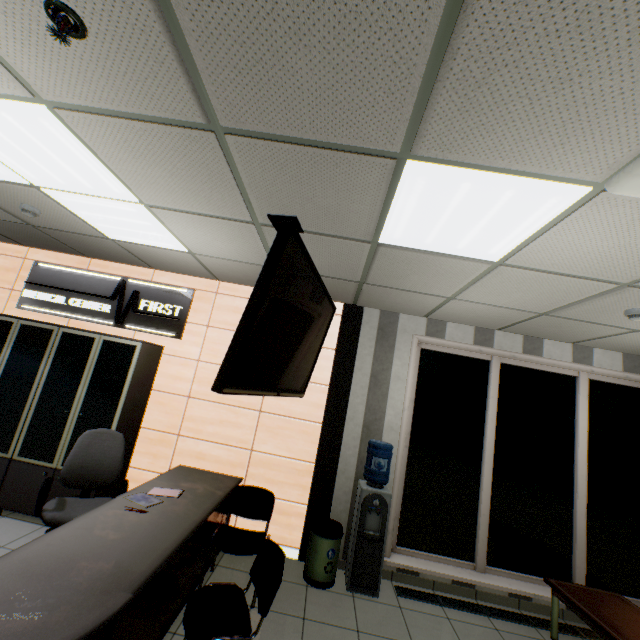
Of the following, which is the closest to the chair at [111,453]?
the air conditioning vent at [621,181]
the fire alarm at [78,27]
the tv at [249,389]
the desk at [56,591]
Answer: the desk at [56,591]

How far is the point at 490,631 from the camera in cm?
326

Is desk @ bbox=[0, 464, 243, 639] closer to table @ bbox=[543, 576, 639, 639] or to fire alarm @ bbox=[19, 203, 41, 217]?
fire alarm @ bbox=[19, 203, 41, 217]

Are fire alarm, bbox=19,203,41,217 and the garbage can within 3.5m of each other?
no

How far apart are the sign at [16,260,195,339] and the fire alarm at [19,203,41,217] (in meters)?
1.39

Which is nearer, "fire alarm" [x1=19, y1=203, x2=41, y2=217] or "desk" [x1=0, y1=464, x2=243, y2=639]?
"desk" [x1=0, y1=464, x2=243, y2=639]

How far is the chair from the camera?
2.77m

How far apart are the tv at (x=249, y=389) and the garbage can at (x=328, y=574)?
1.8m
